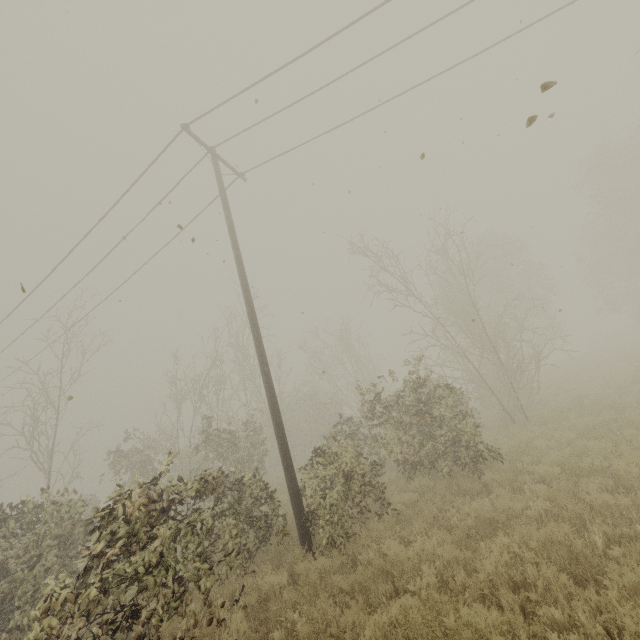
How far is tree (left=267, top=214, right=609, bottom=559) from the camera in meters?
8.3

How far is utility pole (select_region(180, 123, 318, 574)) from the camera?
7.4 meters

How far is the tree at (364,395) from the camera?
8.3m

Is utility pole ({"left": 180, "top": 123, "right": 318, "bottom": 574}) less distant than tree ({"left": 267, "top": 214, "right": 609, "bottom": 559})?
Yes

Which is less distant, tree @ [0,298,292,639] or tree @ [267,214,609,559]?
tree @ [0,298,292,639]

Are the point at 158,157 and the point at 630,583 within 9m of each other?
no

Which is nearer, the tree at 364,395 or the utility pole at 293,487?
the utility pole at 293,487

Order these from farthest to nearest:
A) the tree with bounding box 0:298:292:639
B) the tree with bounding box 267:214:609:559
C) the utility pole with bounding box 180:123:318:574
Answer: the tree with bounding box 267:214:609:559, the utility pole with bounding box 180:123:318:574, the tree with bounding box 0:298:292:639
